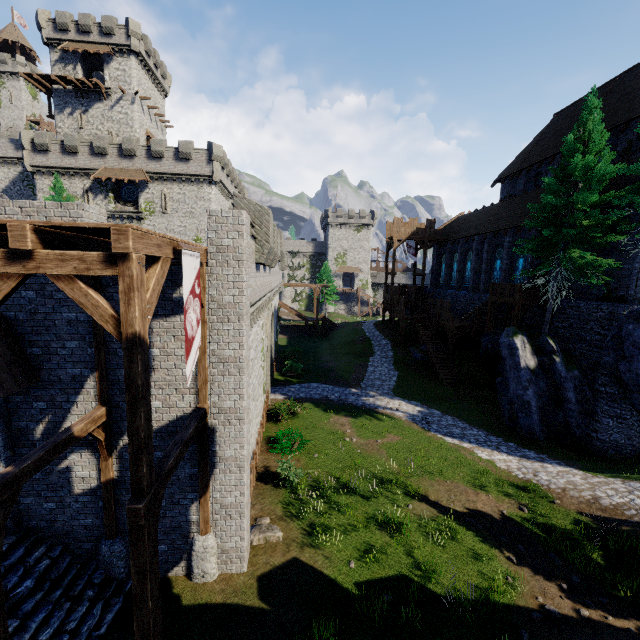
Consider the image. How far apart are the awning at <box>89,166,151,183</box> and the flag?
35.2 meters

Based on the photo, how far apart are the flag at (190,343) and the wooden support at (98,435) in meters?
3.6 m

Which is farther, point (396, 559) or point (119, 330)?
point (396, 559)

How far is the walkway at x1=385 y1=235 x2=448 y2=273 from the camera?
38.28m

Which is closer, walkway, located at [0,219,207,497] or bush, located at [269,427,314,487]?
walkway, located at [0,219,207,497]

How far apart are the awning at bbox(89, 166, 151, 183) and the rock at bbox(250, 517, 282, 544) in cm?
3657

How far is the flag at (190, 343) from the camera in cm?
634

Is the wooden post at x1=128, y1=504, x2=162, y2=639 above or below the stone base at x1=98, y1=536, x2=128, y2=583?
above
